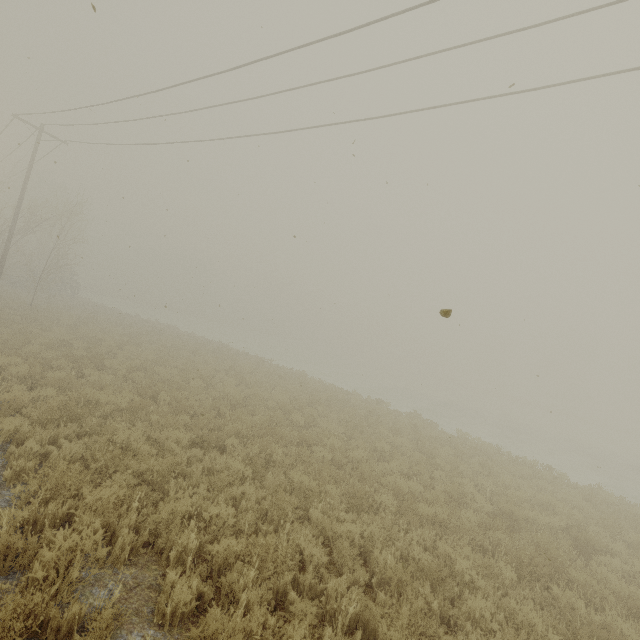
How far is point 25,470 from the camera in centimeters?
523cm
